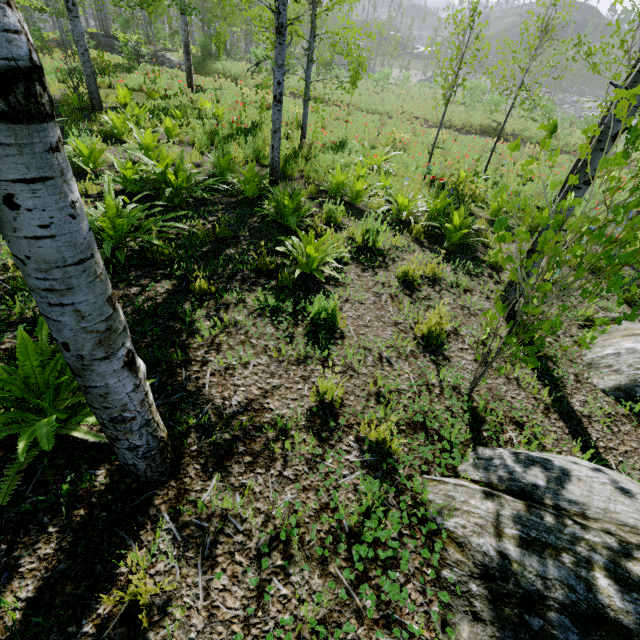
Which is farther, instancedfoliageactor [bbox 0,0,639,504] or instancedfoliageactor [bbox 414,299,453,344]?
instancedfoliageactor [bbox 414,299,453,344]

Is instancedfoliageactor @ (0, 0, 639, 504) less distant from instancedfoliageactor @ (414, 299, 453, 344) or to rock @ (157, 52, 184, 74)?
rock @ (157, 52, 184, 74)

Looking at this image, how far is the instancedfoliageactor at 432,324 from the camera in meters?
3.4

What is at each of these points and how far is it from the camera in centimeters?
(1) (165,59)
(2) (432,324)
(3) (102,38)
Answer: (1) rock, 2289cm
(2) instancedfoliageactor, 350cm
(3) rock, 2333cm

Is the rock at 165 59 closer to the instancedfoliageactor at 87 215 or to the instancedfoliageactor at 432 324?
the instancedfoliageactor at 87 215

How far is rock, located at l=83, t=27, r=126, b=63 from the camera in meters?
18.7 m

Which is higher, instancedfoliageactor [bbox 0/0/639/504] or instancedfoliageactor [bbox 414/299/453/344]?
instancedfoliageactor [bbox 0/0/639/504]
